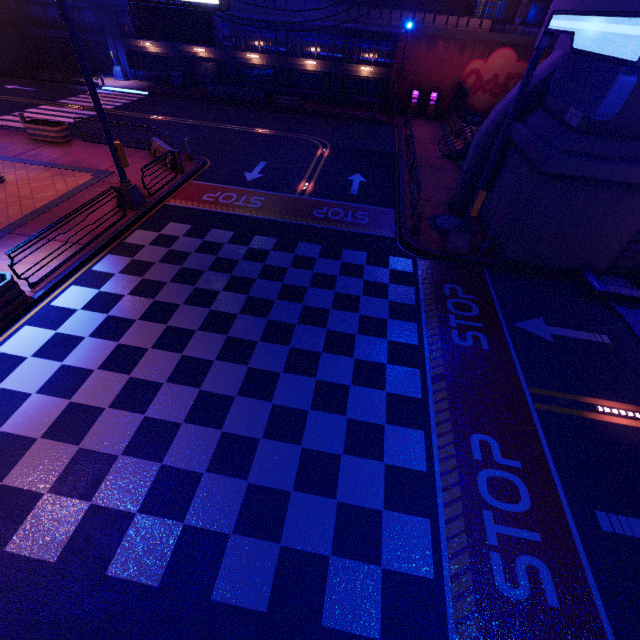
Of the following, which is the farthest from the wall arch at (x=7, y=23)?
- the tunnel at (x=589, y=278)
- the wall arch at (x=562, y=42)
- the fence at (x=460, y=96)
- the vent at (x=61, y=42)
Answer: the tunnel at (x=589, y=278)

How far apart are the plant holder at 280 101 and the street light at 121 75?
15.3 meters

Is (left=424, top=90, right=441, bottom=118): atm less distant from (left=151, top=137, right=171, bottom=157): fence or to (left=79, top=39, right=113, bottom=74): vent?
(left=151, top=137, right=171, bottom=157): fence

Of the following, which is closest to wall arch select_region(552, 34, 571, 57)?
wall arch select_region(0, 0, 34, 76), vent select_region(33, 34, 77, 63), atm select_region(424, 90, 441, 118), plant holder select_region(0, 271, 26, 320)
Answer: plant holder select_region(0, 271, 26, 320)

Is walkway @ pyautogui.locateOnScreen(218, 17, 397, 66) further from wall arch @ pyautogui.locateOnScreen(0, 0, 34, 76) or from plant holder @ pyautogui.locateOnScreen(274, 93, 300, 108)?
plant holder @ pyautogui.locateOnScreen(274, 93, 300, 108)

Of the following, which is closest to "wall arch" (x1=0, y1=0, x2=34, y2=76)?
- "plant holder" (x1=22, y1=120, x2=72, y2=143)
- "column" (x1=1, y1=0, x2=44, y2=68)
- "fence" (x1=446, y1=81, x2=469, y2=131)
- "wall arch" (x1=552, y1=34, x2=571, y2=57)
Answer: "column" (x1=1, y1=0, x2=44, y2=68)

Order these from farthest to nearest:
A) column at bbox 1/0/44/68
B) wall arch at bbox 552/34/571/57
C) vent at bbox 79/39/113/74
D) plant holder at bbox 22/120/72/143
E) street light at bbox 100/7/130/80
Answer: vent at bbox 79/39/113/74, column at bbox 1/0/44/68, street light at bbox 100/7/130/80, plant holder at bbox 22/120/72/143, wall arch at bbox 552/34/571/57

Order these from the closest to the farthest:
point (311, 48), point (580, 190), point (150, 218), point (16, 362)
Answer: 1. point (16, 362)
2. point (580, 190)
3. point (150, 218)
4. point (311, 48)
